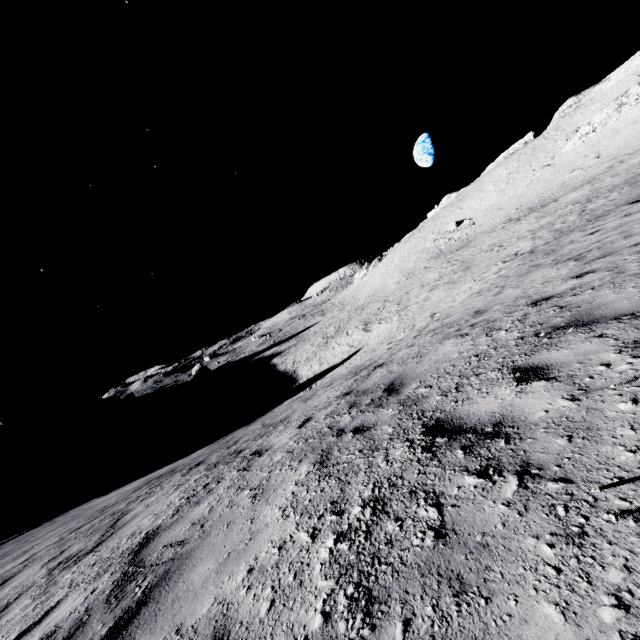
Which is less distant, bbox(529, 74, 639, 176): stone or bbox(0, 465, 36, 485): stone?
bbox(529, 74, 639, 176): stone

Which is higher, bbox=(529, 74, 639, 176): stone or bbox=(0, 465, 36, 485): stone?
bbox=(529, 74, 639, 176): stone

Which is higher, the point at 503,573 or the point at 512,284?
the point at 503,573

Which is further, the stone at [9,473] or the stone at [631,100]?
the stone at [9,473]

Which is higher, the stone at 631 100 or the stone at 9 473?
the stone at 631 100
